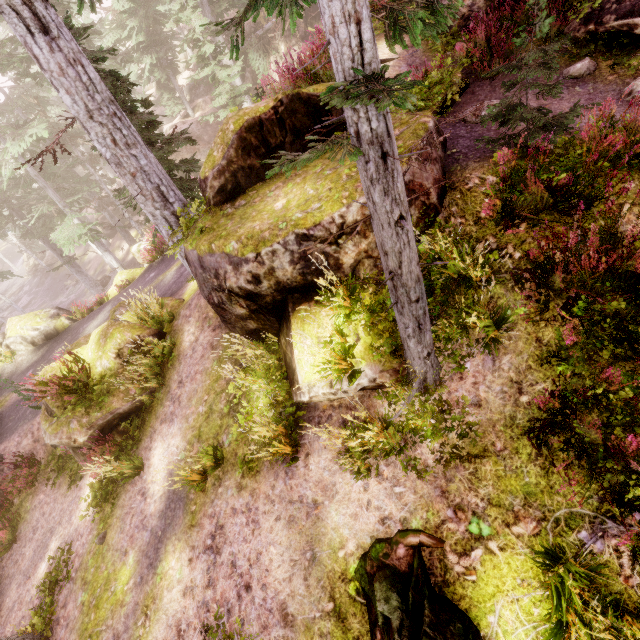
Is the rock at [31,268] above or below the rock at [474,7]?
below

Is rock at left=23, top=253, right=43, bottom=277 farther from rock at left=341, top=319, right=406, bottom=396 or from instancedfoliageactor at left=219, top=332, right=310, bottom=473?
rock at left=341, top=319, right=406, bottom=396

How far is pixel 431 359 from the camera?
4.1 meters

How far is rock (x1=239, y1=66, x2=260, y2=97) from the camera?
26.3m

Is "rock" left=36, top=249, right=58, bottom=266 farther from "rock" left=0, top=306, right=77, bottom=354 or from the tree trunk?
the tree trunk

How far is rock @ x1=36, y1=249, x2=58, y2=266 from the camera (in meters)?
43.53

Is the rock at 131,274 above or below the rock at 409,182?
below
